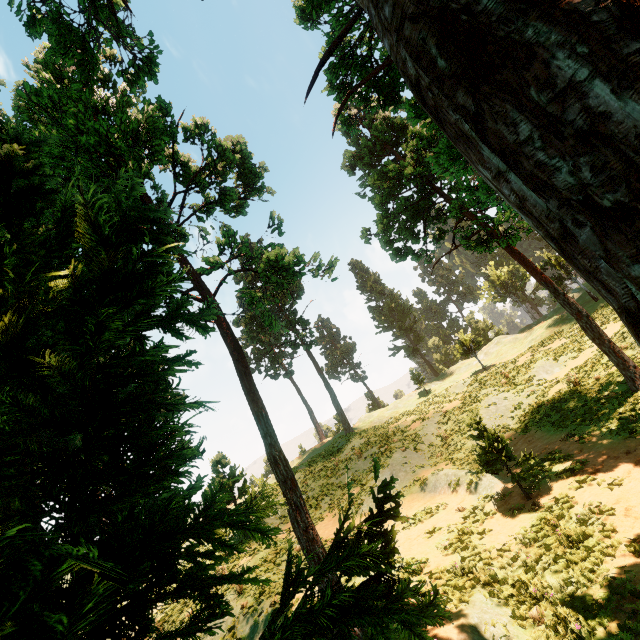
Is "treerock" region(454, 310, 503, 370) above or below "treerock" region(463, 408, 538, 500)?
above

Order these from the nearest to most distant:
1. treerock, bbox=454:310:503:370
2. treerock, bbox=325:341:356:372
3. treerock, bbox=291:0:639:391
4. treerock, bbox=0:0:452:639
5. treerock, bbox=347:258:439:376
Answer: treerock, bbox=291:0:639:391
treerock, bbox=0:0:452:639
treerock, bbox=454:310:503:370
treerock, bbox=347:258:439:376
treerock, bbox=325:341:356:372

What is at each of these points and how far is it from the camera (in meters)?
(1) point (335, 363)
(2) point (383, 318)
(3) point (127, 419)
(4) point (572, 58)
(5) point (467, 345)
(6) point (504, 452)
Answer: (1) treerock, 59.47
(2) treerock, 51.44
(3) treerock, 1.84
(4) treerock, 1.20
(5) treerock, 38.56
(6) treerock, 12.10

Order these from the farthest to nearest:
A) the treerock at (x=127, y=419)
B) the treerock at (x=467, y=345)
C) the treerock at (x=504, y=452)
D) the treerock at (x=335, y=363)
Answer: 1. the treerock at (x=335, y=363)
2. the treerock at (x=467, y=345)
3. the treerock at (x=504, y=452)
4. the treerock at (x=127, y=419)

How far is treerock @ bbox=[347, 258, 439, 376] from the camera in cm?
5038

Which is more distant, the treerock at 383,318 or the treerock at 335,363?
the treerock at 335,363

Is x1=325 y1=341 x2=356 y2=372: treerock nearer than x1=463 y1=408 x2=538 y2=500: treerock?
No
